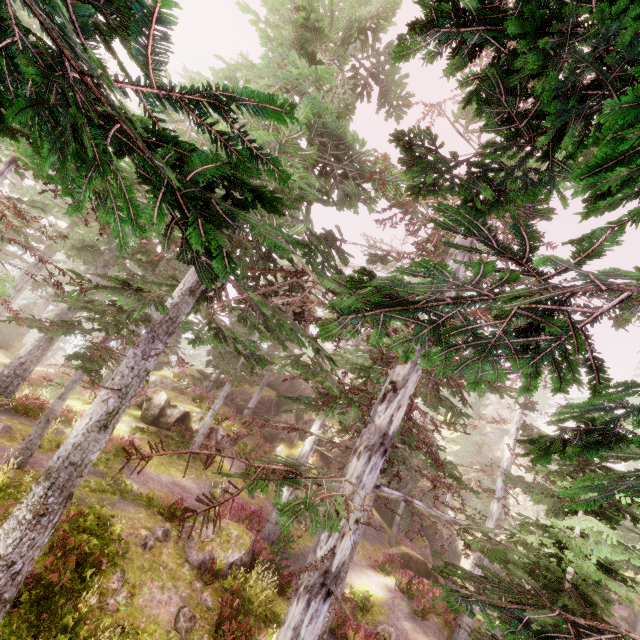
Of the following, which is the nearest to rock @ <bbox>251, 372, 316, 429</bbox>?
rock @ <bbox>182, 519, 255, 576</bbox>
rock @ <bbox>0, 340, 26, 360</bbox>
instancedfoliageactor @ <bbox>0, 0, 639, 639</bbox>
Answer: instancedfoliageactor @ <bbox>0, 0, 639, 639</bbox>

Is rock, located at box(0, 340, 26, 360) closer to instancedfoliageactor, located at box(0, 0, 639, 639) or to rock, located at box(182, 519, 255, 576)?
instancedfoliageactor, located at box(0, 0, 639, 639)

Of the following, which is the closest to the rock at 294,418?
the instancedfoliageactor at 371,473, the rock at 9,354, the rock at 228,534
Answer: the instancedfoliageactor at 371,473

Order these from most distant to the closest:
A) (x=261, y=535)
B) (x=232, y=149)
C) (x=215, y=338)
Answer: (x=261, y=535) < (x=215, y=338) < (x=232, y=149)

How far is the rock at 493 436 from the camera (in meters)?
40.84

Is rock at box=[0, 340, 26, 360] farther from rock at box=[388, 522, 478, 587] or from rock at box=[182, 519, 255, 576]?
rock at box=[182, 519, 255, 576]

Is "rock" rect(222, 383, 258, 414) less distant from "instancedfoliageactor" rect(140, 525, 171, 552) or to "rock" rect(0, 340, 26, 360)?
"instancedfoliageactor" rect(140, 525, 171, 552)

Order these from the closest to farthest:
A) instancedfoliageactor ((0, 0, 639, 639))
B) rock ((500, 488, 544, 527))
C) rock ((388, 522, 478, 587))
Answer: instancedfoliageactor ((0, 0, 639, 639)) → rock ((388, 522, 478, 587)) → rock ((500, 488, 544, 527))
